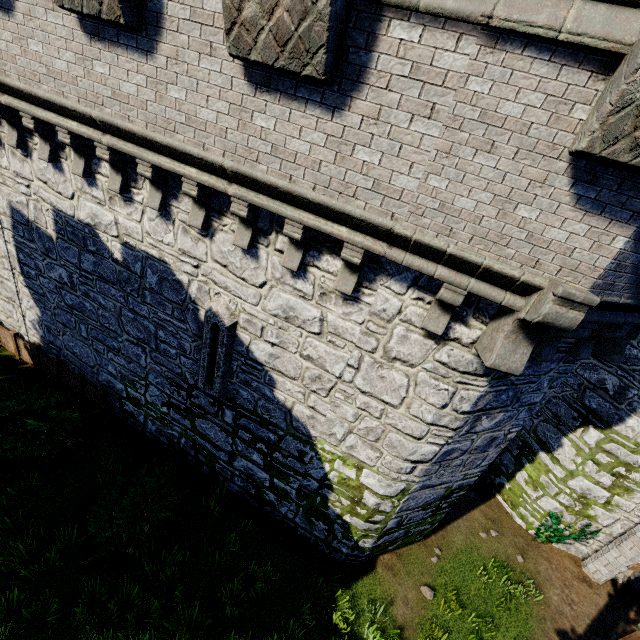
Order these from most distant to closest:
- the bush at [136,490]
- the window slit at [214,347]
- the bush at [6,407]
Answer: the bush at [6,407]
the bush at [136,490]
the window slit at [214,347]

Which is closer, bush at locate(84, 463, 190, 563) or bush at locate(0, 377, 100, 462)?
bush at locate(84, 463, 190, 563)

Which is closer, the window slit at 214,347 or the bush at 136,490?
the window slit at 214,347

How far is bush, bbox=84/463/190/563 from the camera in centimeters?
718cm

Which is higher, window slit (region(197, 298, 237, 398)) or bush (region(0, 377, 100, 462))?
window slit (region(197, 298, 237, 398))

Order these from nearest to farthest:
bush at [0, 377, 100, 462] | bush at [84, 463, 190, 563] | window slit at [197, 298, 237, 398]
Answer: window slit at [197, 298, 237, 398]
bush at [84, 463, 190, 563]
bush at [0, 377, 100, 462]

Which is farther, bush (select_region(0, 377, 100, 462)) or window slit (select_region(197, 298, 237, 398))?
bush (select_region(0, 377, 100, 462))

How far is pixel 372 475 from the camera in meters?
6.7
